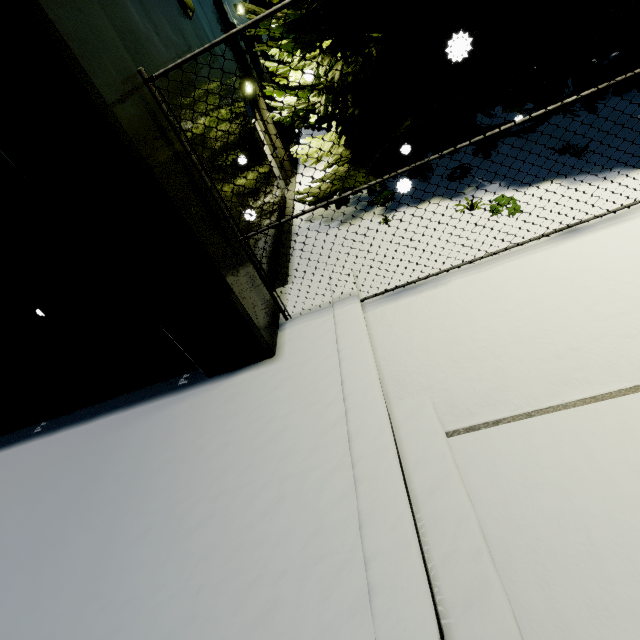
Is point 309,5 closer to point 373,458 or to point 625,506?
point 373,458
